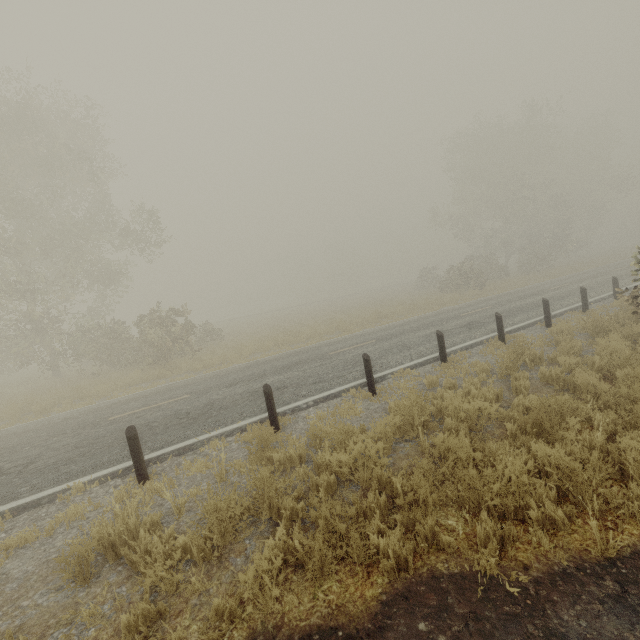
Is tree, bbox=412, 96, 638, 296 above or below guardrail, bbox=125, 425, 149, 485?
above

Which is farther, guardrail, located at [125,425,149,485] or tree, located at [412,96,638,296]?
tree, located at [412,96,638,296]

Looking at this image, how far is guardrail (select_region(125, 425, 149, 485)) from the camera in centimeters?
564cm

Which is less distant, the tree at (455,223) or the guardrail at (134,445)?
the guardrail at (134,445)

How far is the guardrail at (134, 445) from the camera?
5.6 meters

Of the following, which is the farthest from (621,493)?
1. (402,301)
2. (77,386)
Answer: (402,301)
